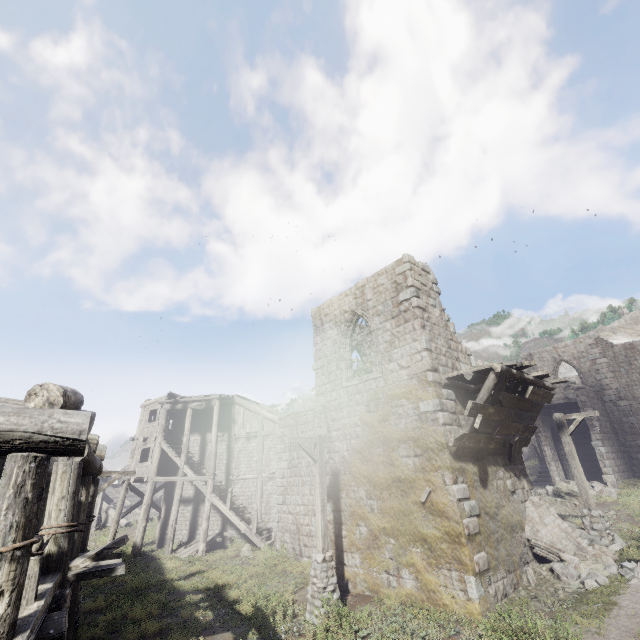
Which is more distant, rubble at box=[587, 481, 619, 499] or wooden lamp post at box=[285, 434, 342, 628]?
rubble at box=[587, 481, 619, 499]

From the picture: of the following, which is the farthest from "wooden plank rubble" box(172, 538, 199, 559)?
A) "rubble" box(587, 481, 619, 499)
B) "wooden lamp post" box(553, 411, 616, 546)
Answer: "rubble" box(587, 481, 619, 499)

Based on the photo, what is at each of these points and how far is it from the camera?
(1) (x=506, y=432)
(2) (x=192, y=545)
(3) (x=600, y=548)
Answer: (1) wooden plank rubble, 11.4 meters
(2) wooden plank rubble, 21.0 meters
(3) rubble, 11.3 meters

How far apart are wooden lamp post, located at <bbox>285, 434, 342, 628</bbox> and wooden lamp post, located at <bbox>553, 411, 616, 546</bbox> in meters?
9.4 m

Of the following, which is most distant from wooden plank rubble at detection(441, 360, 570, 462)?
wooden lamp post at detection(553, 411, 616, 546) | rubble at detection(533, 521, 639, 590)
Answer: rubble at detection(533, 521, 639, 590)

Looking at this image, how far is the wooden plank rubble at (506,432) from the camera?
9.80m

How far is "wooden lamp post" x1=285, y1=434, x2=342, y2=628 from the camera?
9.04m

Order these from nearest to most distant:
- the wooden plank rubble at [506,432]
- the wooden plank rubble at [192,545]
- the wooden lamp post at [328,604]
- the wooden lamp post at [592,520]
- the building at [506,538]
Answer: the building at [506,538] < the wooden lamp post at [328,604] < the wooden plank rubble at [506,432] < the wooden lamp post at [592,520] < the wooden plank rubble at [192,545]
